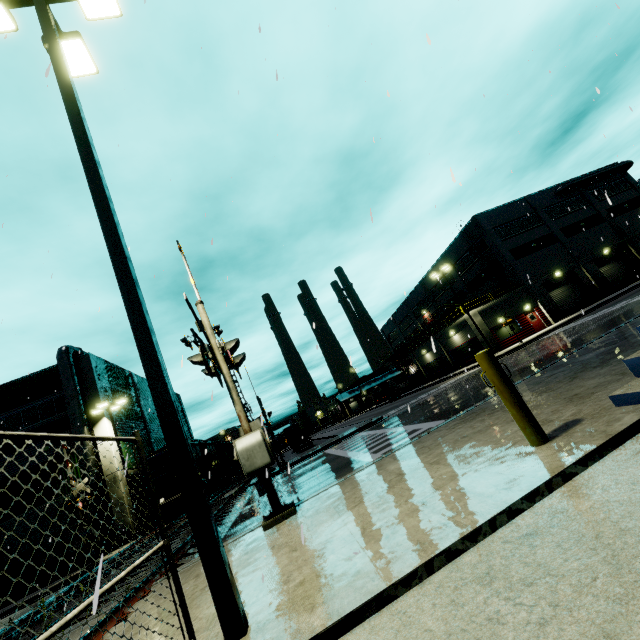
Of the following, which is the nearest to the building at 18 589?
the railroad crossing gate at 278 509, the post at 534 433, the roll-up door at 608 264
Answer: the roll-up door at 608 264

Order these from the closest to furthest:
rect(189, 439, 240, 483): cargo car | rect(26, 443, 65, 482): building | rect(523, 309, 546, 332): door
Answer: rect(26, 443, 65, 482): building
rect(189, 439, 240, 483): cargo car
rect(523, 309, 546, 332): door

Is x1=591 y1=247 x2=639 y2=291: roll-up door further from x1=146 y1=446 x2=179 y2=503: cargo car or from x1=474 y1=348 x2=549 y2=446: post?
x1=474 y1=348 x2=549 y2=446: post

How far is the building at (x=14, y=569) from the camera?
21.5m

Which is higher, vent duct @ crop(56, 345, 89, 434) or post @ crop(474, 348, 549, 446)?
vent duct @ crop(56, 345, 89, 434)

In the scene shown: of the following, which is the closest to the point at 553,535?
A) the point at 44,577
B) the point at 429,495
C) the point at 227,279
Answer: the point at 429,495

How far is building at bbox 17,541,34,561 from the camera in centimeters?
2183cm

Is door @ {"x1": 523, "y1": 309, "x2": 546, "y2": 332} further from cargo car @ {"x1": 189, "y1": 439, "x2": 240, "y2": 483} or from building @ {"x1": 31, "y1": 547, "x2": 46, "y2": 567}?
cargo car @ {"x1": 189, "y1": 439, "x2": 240, "y2": 483}
